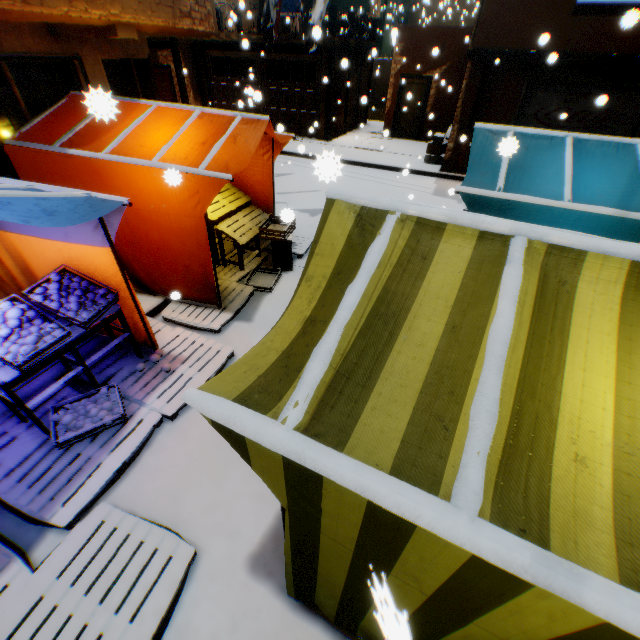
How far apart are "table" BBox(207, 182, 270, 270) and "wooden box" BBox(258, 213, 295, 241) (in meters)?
0.07

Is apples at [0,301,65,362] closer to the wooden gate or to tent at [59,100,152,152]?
tent at [59,100,152,152]

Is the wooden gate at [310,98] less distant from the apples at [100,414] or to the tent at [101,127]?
the tent at [101,127]

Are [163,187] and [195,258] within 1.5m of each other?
yes

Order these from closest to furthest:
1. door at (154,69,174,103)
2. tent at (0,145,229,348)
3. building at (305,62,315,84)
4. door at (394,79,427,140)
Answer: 1. tent at (0,145,229,348)
2. door at (394,79,427,140)
3. door at (154,69,174,103)
4. building at (305,62,315,84)

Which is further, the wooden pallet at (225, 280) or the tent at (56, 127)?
the wooden pallet at (225, 280)

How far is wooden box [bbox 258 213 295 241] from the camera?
5.76m

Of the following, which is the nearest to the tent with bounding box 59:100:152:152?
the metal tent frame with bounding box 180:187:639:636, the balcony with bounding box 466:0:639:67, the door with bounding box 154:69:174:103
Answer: the metal tent frame with bounding box 180:187:639:636
